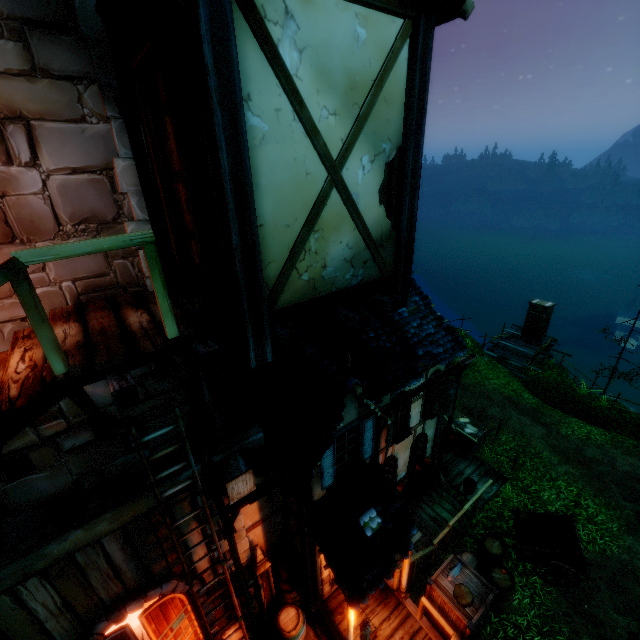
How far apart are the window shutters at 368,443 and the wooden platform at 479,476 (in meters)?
6.47

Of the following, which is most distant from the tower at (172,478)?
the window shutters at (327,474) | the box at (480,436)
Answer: the box at (480,436)

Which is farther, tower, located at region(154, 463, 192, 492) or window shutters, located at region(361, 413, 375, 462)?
window shutters, located at region(361, 413, 375, 462)

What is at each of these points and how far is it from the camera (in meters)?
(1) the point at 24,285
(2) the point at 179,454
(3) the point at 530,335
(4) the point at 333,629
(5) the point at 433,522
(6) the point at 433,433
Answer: (1) rail, 2.19
(2) tower, 5.20
(3) outhouse door, 20.67
(4) wooden platform, 7.46
(5) wooden platform, 10.38
(6) building, 11.06

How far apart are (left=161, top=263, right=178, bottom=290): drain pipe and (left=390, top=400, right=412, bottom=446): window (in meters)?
6.37

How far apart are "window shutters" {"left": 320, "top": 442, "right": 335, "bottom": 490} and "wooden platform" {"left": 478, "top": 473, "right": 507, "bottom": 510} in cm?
718

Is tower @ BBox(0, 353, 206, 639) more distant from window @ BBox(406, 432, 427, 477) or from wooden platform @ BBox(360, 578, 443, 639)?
window @ BBox(406, 432, 427, 477)

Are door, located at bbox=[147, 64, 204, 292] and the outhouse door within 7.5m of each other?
no
